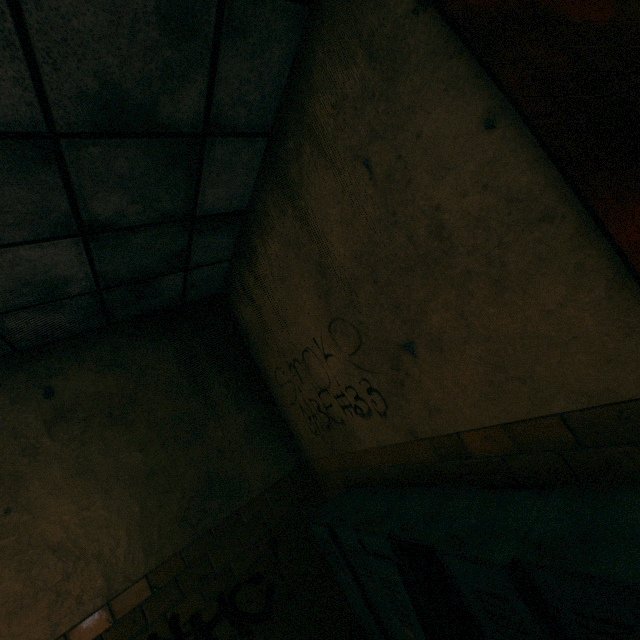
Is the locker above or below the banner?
below

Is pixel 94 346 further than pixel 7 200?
Yes

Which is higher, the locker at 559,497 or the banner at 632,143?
the banner at 632,143
